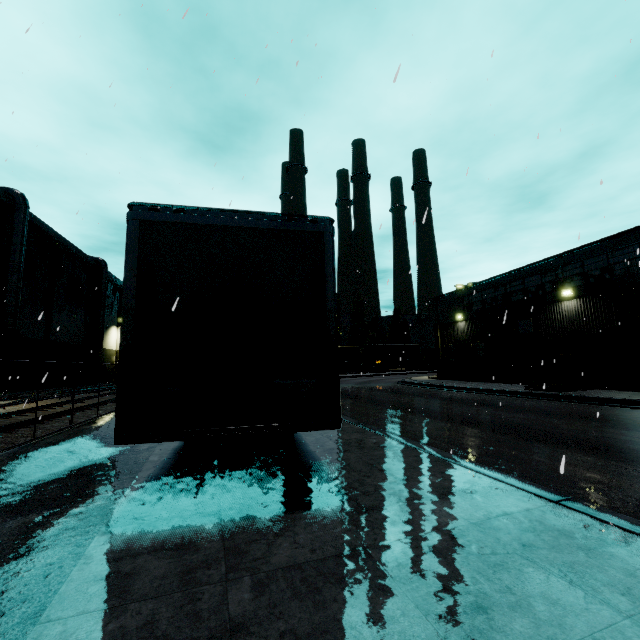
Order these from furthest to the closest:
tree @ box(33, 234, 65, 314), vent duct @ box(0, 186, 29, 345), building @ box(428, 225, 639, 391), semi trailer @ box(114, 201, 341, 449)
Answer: tree @ box(33, 234, 65, 314), vent duct @ box(0, 186, 29, 345), building @ box(428, 225, 639, 391), semi trailer @ box(114, 201, 341, 449)

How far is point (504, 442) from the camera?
7.7m

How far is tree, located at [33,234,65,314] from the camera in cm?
3072

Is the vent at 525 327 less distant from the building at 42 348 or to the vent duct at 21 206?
the building at 42 348

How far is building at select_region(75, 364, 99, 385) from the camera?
38.9m

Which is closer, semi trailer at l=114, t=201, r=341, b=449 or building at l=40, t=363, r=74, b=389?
semi trailer at l=114, t=201, r=341, b=449

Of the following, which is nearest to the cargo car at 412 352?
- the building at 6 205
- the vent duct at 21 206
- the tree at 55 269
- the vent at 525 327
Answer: the tree at 55 269

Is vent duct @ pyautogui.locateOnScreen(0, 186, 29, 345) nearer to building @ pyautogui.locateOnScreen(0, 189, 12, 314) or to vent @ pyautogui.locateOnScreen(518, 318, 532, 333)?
building @ pyautogui.locateOnScreen(0, 189, 12, 314)
